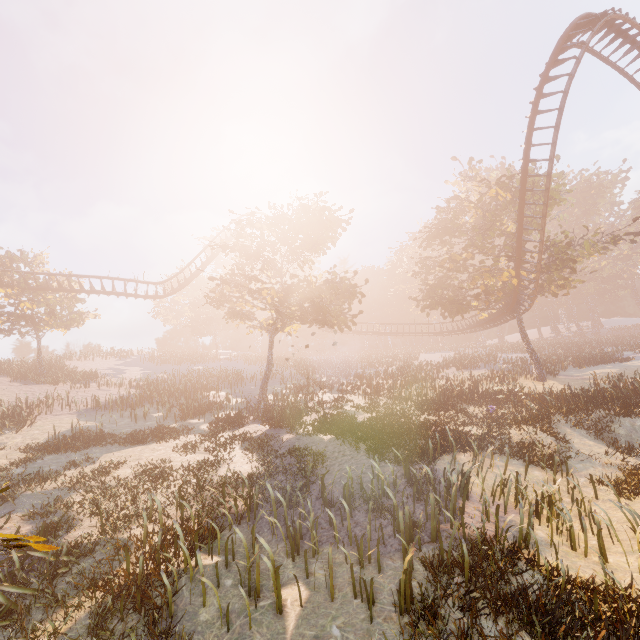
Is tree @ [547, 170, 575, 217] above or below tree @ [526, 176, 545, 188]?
below

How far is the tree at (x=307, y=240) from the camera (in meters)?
20.84

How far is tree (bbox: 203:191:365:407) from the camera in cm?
2084

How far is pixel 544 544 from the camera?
7.7 meters

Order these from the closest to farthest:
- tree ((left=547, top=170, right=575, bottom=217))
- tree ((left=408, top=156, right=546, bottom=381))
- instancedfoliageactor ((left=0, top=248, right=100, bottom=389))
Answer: tree ((left=547, top=170, right=575, bottom=217)), tree ((left=408, top=156, right=546, bottom=381)), instancedfoliageactor ((left=0, top=248, right=100, bottom=389))

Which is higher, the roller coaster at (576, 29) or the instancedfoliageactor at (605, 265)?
the roller coaster at (576, 29)

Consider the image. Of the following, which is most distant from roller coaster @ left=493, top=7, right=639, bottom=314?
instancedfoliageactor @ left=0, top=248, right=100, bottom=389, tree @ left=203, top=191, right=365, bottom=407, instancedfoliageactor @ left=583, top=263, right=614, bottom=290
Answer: instancedfoliageactor @ left=583, top=263, right=614, bottom=290

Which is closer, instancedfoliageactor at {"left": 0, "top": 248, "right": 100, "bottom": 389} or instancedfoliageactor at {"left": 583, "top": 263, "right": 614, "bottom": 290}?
instancedfoliageactor at {"left": 0, "top": 248, "right": 100, "bottom": 389}
